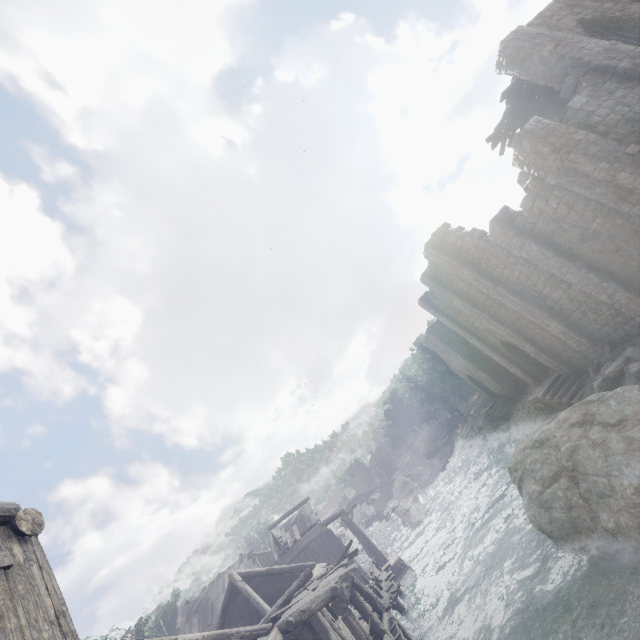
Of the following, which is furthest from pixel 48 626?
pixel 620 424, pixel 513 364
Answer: pixel 513 364

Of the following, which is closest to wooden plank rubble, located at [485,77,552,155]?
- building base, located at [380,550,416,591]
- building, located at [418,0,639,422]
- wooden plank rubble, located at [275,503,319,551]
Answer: building, located at [418,0,639,422]

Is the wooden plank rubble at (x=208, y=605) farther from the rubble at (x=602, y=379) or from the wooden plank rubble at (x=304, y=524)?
the rubble at (x=602, y=379)

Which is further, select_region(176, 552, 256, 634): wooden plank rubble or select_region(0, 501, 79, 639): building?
select_region(176, 552, 256, 634): wooden plank rubble

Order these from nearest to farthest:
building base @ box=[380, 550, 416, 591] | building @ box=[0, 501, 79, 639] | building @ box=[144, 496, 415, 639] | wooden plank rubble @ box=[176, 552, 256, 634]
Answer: building @ box=[0, 501, 79, 639], building @ box=[144, 496, 415, 639], building base @ box=[380, 550, 416, 591], wooden plank rubble @ box=[176, 552, 256, 634]

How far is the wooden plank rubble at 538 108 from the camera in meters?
16.2 m

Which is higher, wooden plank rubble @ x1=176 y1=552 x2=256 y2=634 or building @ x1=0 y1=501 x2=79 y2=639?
wooden plank rubble @ x1=176 y1=552 x2=256 y2=634

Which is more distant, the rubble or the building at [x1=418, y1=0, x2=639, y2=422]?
the rubble
